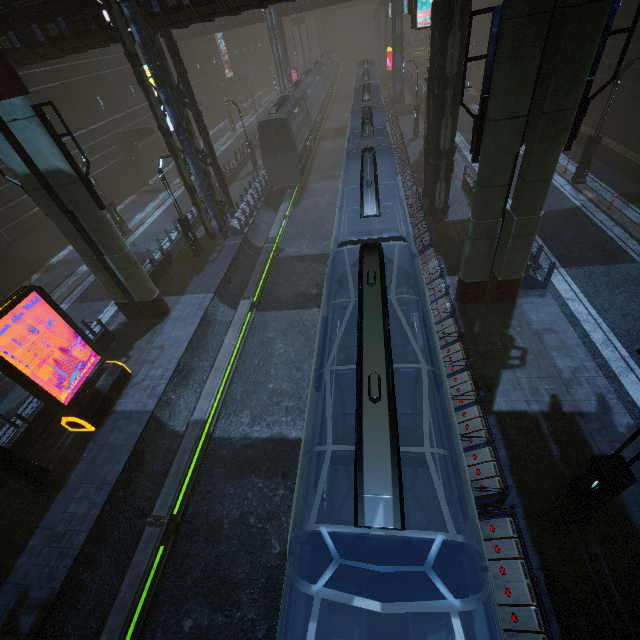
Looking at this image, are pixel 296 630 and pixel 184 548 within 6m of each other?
no

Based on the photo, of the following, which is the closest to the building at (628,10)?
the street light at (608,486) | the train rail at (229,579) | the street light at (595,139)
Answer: the train rail at (229,579)

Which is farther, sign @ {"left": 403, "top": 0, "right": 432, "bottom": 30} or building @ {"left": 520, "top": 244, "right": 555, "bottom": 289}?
sign @ {"left": 403, "top": 0, "right": 432, "bottom": 30}

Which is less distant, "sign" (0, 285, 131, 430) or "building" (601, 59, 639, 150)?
"sign" (0, 285, 131, 430)

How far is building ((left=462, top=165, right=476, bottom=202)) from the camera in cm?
1853

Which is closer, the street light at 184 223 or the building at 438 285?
the building at 438 285

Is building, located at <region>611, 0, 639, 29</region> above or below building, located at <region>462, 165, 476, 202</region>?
above
